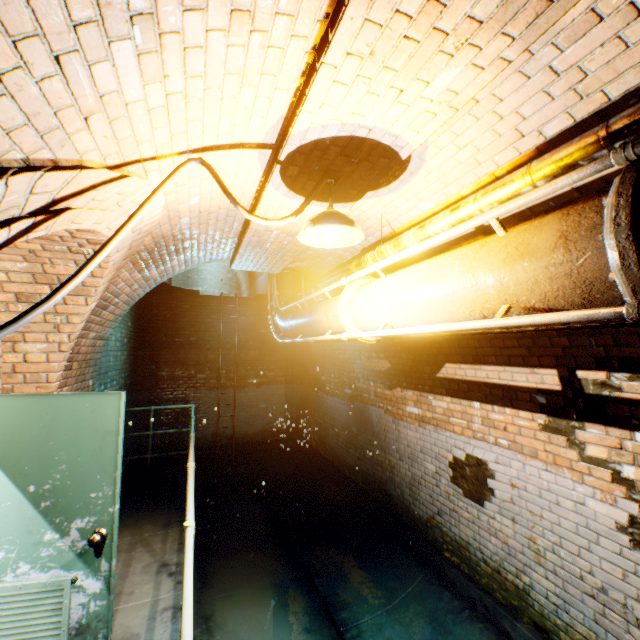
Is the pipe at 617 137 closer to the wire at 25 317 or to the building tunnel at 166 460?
the building tunnel at 166 460

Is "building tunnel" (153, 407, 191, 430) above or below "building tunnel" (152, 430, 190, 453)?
above

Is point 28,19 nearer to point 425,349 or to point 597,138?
point 597,138

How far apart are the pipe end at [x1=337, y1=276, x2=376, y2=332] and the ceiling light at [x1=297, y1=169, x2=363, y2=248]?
0.45m

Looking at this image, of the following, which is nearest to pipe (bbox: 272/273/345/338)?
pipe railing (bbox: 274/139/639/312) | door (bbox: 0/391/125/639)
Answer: pipe railing (bbox: 274/139/639/312)

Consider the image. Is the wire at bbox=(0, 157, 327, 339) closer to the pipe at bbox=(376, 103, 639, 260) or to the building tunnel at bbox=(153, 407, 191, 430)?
the building tunnel at bbox=(153, 407, 191, 430)

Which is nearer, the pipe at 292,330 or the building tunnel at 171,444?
the pipe at 292,330

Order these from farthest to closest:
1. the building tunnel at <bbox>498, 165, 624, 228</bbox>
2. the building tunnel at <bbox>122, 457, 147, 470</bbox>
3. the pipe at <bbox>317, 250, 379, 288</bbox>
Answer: the building tunnel at <bbox>122, 457, 147, 470</bbox> → the pipe at <bbox>317, 250, 379, 288</bbox> → the building tunnel at <bbox>498, 165, 624, 228</bbox>
